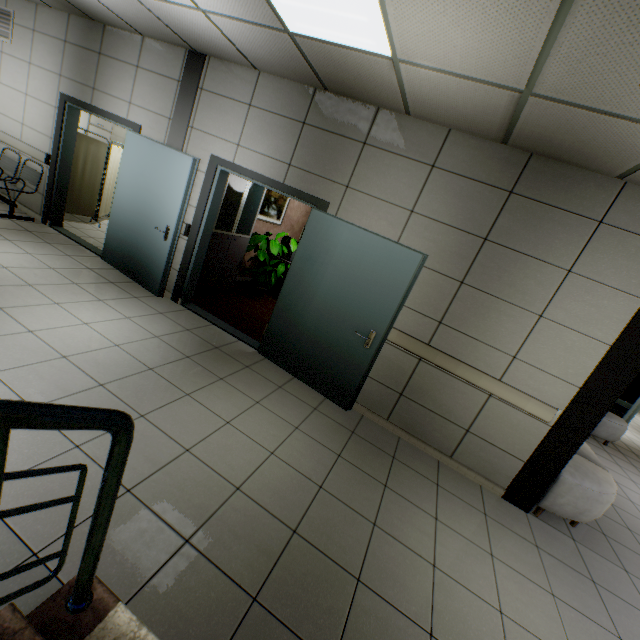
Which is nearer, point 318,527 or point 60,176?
point 318,527

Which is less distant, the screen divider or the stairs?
the stairs

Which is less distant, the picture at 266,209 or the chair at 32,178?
the chair at 32,178

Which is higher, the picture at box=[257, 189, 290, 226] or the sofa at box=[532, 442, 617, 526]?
the picture at box=[257, 189, 290, 226]

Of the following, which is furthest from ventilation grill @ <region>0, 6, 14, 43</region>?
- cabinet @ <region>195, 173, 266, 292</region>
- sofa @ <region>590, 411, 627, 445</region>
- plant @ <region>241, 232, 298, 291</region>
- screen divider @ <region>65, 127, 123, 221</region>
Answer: sofa @ <region>590, 411, 627, 445</region>

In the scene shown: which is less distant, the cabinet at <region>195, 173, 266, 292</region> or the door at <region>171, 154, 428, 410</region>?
the door at <region>171, 154, 428, 410</region>

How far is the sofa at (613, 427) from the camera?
6.6m

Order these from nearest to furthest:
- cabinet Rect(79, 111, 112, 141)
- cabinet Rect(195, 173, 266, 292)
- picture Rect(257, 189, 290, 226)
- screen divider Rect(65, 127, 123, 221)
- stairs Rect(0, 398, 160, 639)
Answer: stairs Rect(0, 398, 160, 639), cabinet Rect(195, 173, 266, 292), screen divider Rect(65, 127, 123, 221), picture Rect(257, 189, 290, 226), cabinet Rect(79, 111, 112, 141)
